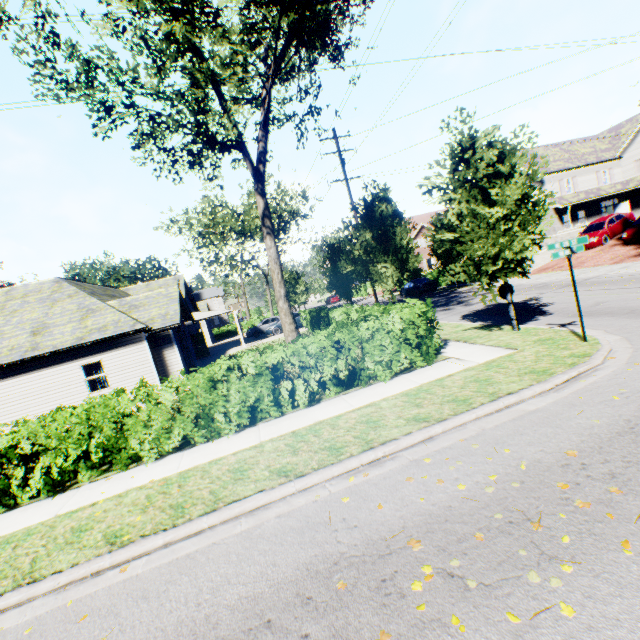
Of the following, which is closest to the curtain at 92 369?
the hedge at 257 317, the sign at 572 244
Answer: the sign at 572 244

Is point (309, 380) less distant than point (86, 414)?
No

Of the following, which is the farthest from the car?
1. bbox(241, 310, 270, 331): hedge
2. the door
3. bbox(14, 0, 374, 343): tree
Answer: bbox(241, 310, 270, 331): hedge

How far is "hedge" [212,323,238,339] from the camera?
47.7m

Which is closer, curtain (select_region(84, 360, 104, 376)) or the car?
curtain (select_region(84, 360, 104, 376))

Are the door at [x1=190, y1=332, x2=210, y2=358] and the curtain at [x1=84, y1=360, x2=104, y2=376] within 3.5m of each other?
no

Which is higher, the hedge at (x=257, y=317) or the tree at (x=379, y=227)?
the tree at (x=379, y=227)

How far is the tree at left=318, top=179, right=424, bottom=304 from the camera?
16.5m
